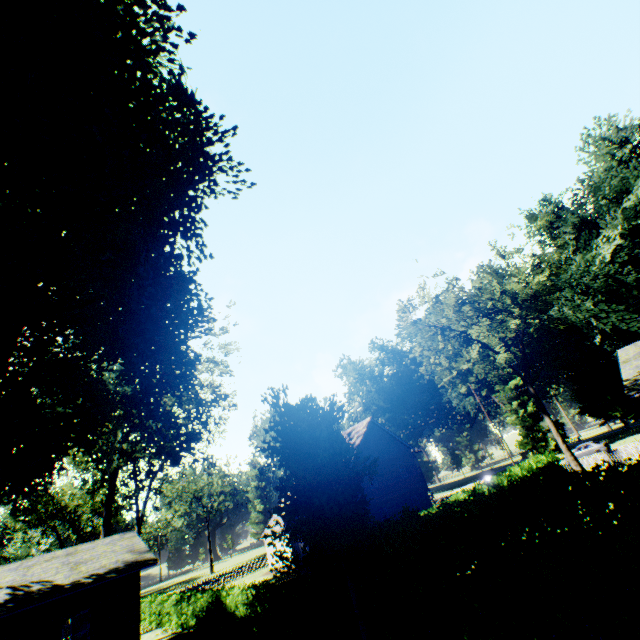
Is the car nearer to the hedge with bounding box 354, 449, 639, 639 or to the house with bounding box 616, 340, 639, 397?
Result: the house with bounding box 616, 340, 639, 397

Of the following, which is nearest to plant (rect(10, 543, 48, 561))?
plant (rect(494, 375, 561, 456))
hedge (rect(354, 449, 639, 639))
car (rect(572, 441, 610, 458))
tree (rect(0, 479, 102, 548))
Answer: hedge (rect(354, 449, 639, 639))

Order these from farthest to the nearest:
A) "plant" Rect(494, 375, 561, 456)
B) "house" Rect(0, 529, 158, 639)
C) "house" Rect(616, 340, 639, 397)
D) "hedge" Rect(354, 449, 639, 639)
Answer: "plant" Rect(494, 375, 561, 456), "house" Rect(0, 529, 158, 639), "house" Rect(616, 340, 639, 397), "hedge" Rect(354, 449, 639, 639)

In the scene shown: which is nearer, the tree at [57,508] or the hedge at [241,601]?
the hedge at [241,601]

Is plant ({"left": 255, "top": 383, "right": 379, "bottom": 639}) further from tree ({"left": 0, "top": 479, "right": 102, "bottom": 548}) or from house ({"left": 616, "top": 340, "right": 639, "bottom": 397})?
tree ({"left": 0, "top": 479, "right": 102, "bottom": 548})

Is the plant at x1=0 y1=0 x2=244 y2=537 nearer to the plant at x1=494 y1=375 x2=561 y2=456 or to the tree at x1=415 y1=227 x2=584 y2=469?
the tree at x1=415 y1=227 x2=584 y2=469

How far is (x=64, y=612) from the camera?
14.55m

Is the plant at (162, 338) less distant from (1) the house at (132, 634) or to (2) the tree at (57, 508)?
(1) the house at (132, 634)
